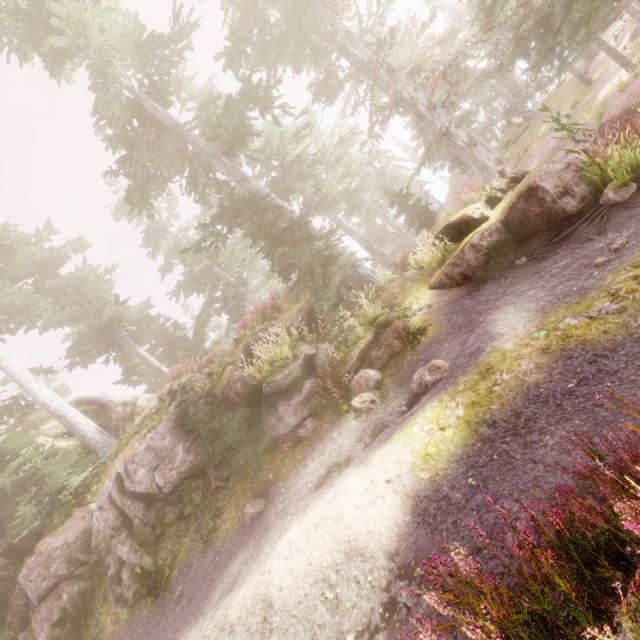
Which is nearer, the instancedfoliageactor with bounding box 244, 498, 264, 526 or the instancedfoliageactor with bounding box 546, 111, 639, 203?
the instancedfoliageactor with bounding box 546, 111, 639, 203

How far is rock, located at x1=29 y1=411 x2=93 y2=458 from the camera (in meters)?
17.06

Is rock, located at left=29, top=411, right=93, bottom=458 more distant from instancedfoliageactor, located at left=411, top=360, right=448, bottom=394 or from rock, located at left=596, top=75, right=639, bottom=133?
rock, located at left=596, top=75, right=639, bottom=133

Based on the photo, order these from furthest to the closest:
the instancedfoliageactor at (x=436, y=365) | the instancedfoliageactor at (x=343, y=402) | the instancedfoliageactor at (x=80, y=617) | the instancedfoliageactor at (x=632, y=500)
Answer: the instancedfoliageactor at (x=80, y=617), the instancedfoliageactor at (x=343, y=402), the instancedfoliageactor at (x=436, y=365), the instancedfoliageactor at (x=632, y=500)

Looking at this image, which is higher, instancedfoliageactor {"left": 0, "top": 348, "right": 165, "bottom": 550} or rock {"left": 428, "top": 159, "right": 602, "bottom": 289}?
instancedfoliageactor {"left": 0, "top": 348, "right": 165, "bottom": 550}

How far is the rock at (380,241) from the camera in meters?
40.2

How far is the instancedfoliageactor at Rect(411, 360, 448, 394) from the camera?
6.75m

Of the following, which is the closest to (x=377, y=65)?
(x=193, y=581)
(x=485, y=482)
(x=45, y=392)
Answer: (x=485, y=482)
